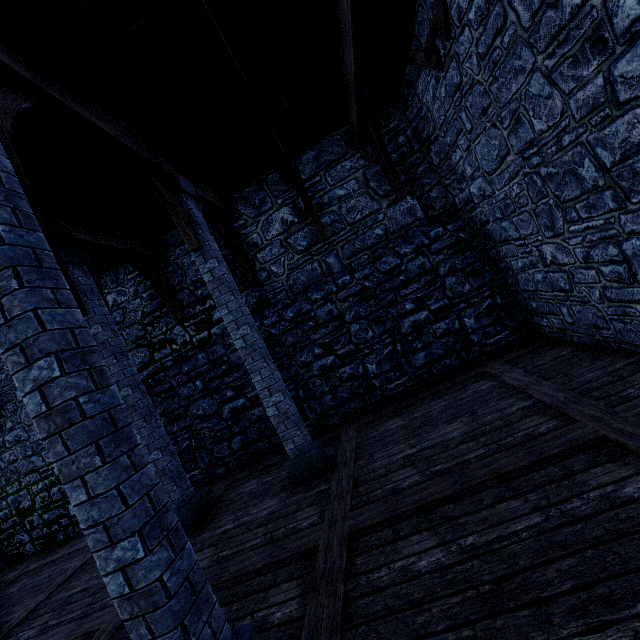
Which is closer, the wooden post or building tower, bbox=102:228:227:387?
the wooden post

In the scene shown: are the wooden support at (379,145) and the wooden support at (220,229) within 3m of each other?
no

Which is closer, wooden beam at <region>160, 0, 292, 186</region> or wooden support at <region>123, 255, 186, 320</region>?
wooden beam at <region>160, 0, 292, 186</region>

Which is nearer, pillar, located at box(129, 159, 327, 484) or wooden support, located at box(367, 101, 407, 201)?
pillar, located at box(129, 159, 327, 484)

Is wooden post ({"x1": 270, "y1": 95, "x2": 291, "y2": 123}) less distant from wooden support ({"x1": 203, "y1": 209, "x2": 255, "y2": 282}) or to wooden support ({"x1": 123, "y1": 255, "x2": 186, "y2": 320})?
wooden support ({"x1": 203, "y1": 209, "x2": 255, "y2": 282})

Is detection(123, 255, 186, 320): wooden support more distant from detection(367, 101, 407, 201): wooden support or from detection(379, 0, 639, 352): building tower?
detection(367, 101, 407, 201): wooden support

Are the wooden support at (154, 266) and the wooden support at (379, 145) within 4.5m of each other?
no

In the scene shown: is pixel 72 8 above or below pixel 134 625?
above
